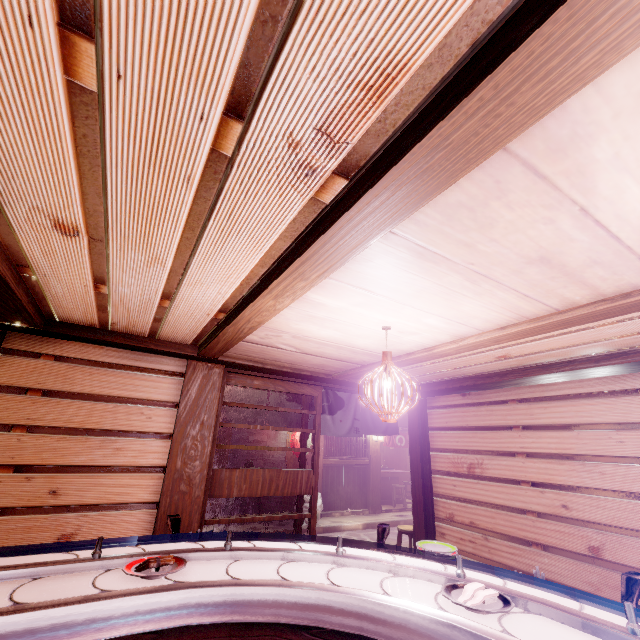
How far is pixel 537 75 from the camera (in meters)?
1.43

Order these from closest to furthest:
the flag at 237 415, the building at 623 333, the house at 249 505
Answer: the building at 623 333
the flag at 237 415
the house at 249 505

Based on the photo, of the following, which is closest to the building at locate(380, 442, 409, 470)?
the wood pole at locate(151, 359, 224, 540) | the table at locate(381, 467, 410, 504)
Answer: the table at locate(381, 467, 410, 504)

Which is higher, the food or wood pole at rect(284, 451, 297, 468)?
wood pole at rect(284, 451, 297, 468)

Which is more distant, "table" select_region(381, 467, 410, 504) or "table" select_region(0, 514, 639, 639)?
"table" select_region(381, 467, 410, 504)

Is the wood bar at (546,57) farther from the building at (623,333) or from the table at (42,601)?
the table at (42,601)

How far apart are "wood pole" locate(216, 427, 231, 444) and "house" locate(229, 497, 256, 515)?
0.0 meters

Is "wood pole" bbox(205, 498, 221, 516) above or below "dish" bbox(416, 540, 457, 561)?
below
